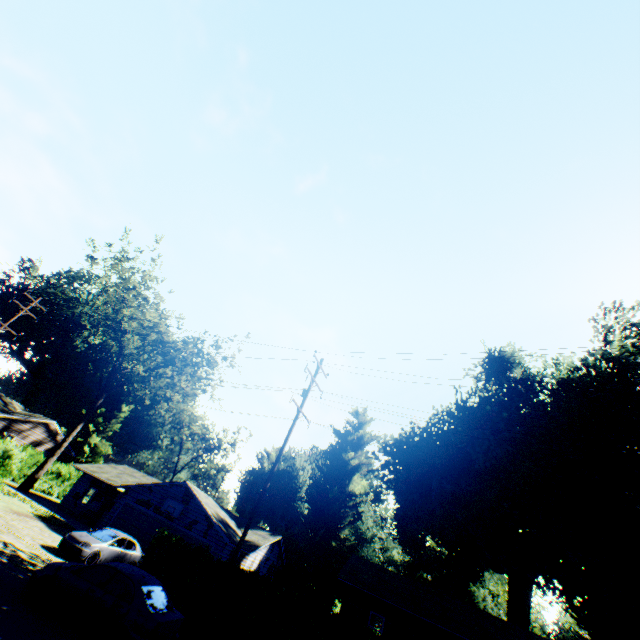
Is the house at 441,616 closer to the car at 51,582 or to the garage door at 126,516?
the garage door at 126,516

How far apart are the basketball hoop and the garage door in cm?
53

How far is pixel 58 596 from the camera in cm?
943

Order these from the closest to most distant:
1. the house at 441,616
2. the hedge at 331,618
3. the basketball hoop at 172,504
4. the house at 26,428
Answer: the hedge at 331,618 < the house at 441,616 < the basketball hoop at 172,504 < the house at 26,428

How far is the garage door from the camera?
23.2m

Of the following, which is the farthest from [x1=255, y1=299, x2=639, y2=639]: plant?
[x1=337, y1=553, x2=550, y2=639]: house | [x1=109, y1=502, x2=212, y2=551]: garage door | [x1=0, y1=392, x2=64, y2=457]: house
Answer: [x1=0, y1=392, x2=64, y2=457]: house

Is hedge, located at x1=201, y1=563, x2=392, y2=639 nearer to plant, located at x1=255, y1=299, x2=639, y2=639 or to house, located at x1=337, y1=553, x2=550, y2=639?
house, located at x1=337, y1=553, x2=550, y2=639

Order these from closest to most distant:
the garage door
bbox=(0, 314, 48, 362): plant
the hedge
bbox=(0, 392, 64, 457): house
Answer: the hedge → the garage door → bbox=(0, 392, 64, 457): house → bbox=(0, 314, 48, 362): plant
